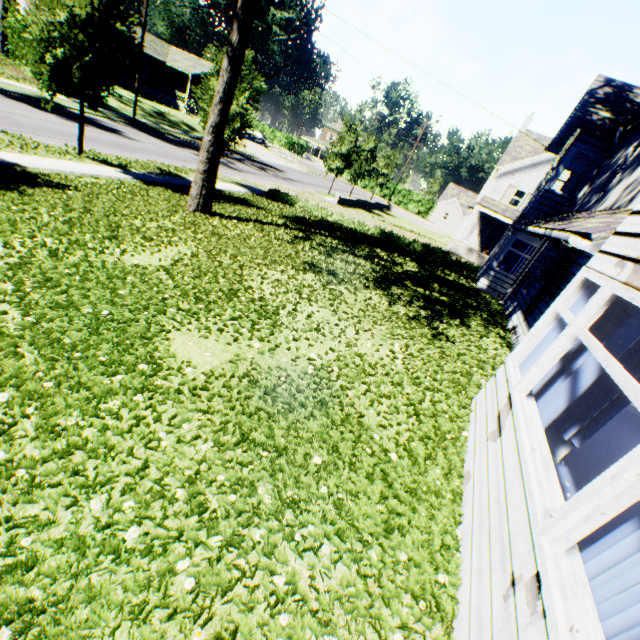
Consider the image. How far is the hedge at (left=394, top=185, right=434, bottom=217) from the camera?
58.2 meters

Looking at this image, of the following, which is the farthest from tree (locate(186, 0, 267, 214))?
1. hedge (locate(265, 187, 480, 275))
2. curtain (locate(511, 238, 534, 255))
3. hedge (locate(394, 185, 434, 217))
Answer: hedge (locate(394, 185, 434, 217))

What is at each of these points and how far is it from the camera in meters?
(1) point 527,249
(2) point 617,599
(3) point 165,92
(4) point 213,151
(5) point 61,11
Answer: (1) curtain, 13.6
(2) curtain, 1.9
(3) house, 41.5
(4) tree, 10.4
(5) tree, 9.8

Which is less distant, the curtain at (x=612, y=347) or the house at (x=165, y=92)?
the curtain at (x=612, y=347)

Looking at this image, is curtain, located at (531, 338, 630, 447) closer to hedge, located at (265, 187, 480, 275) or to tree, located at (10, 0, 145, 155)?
tree, located at (10, 0, 145, 155)

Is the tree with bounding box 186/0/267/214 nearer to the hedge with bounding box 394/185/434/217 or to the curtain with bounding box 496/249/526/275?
the curtain with bounding box 496/249/526/275

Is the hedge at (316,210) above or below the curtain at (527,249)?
below

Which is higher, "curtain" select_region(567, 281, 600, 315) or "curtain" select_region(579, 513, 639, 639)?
"curtain" select_region(567, 281, 600, 315)
